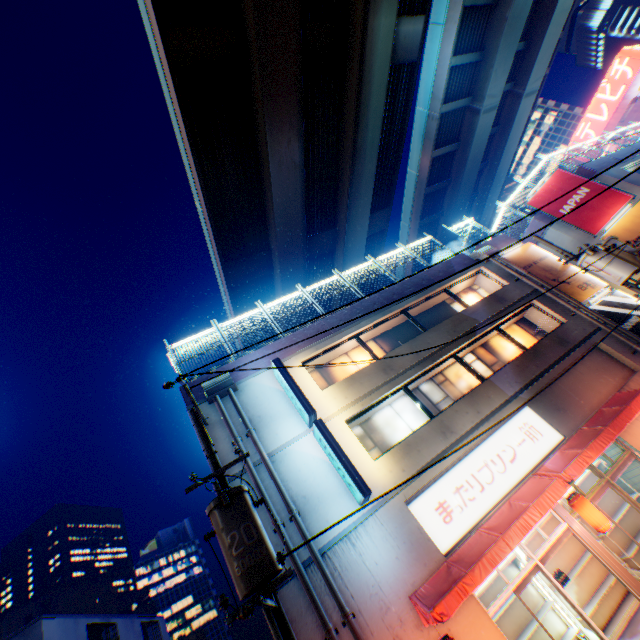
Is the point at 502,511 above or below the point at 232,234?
below

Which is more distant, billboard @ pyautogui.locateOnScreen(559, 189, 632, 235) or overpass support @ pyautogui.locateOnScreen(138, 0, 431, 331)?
billboard @ pyautogui.locateOnScreen(559, 189, 632, 235)

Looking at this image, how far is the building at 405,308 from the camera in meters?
13.3 m

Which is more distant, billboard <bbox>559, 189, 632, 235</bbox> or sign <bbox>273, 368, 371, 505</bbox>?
billboard <bbox>559, 189, 632, 235</bbox>

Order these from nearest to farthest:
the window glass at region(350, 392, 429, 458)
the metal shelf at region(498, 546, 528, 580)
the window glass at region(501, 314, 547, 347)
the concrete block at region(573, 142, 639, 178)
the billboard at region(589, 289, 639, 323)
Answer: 1. the metal shelf at region(498, 546, 528, 580)
2. the window glass at region(350, 392, 429, 458)
3. the billboard at region(589, 289, 639, 323)
4. the window glass at region(501, 314, 547, 347)
5. the concrete block at region(573, 142, 639, 178)

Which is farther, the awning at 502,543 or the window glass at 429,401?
the window glass at 429,401

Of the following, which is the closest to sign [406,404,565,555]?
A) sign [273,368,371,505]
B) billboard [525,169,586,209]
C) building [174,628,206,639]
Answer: sign [273,368,371,505]

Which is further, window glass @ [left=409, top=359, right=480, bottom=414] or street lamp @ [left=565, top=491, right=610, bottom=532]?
window glass @ [left=409, top=359, right=480, bottom=414]
